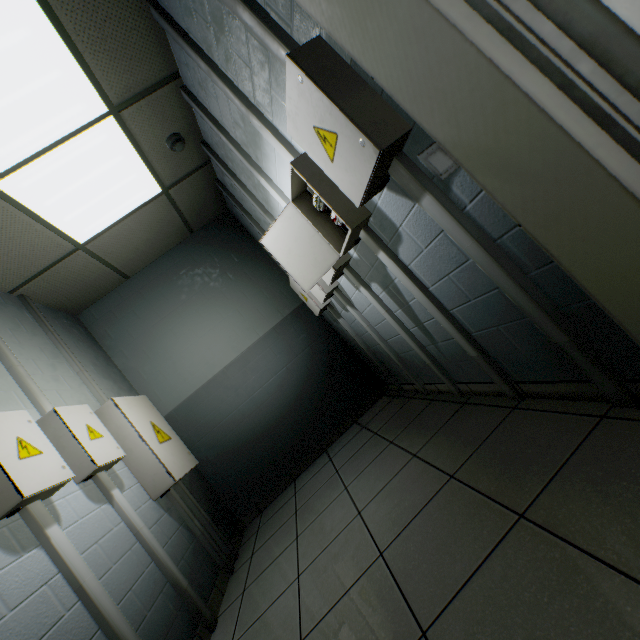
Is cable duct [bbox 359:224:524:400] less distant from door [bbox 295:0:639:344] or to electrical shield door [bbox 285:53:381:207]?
electrical shield door [bbox 285:53:381:207]

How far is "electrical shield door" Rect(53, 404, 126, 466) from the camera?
2.14m

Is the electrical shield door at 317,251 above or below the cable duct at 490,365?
above

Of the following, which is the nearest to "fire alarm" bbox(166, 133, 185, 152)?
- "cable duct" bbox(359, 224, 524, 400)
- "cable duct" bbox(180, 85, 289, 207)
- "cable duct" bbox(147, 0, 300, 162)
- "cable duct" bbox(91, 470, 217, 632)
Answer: "cable duct" bbox(180, 85, 289, 207)

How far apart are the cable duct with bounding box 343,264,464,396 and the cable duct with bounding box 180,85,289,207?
0.6 meters

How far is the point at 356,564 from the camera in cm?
159

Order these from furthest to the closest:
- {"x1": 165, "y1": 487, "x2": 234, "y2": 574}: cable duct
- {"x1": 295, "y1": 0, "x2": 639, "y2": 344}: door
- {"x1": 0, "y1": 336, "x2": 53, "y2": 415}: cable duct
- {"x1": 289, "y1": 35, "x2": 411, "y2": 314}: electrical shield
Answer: A: {"x1": 165, "y1": 487, "x2": 234, "y2": 574}: cable duct < {"x1": 0, "y1": 336, "x2": 53, "y2": 415}: cable duct < {"x1": 289, "y1": 35, "x2": 411, "y2": 314}: electrical shield < {"x1": 295, "y1": 0, "x2": 639, "y2": 344}: door

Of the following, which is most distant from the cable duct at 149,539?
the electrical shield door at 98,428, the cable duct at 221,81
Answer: the cable duct at 221,81
